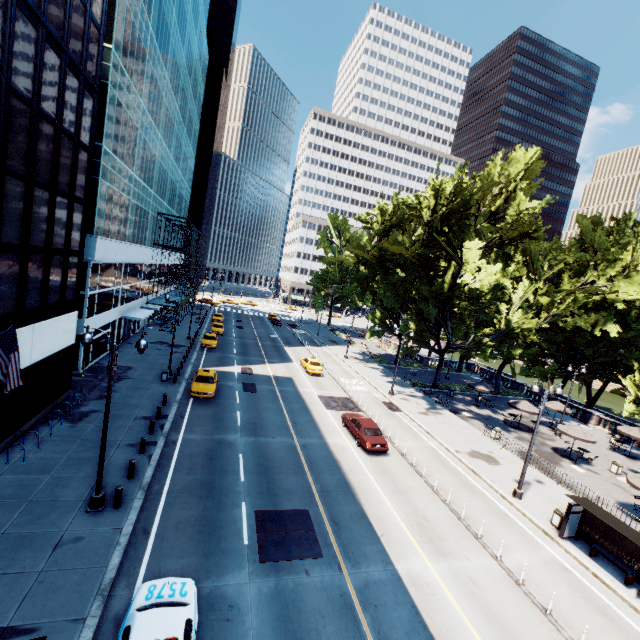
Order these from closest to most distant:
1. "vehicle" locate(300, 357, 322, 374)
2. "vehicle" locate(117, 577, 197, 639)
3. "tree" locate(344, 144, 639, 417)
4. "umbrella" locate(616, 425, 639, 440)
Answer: "vehicle" locate(117, 577, 197, 639)
"tree" locate(344, 144, 639, 417)
"umbrella" locate(616, 425, 639, 440)
"vehicle" locate(300, 357, 322, 374)

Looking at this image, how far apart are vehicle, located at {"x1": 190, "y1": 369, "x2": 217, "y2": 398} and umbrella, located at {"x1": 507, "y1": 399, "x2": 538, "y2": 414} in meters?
28.4 m

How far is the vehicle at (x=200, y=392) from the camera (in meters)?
24.98

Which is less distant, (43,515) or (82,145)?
(43,515)

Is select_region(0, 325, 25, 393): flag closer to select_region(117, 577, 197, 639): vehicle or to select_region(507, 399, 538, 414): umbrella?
select_region(117, 577, 197, 639): vehicle

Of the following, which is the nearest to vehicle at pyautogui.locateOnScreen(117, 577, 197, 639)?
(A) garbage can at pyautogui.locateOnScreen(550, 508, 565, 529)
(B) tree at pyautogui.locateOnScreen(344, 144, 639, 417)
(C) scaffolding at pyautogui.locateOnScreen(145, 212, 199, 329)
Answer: (A) garbage can at pyautogui.locateOnScreen(550, 508, 565, 529)

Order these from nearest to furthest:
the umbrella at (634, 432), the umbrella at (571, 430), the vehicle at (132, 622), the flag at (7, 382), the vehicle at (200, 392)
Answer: the vehicle at (132, 622) < the flag at (7, 382) < the vehicle at (200, 392) < the umbrella at (571, 430) < the umbrella at (634, 432)

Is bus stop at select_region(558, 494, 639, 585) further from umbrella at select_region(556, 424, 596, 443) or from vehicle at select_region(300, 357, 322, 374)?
vehicle at select_region(300, 357, 322, 374)
